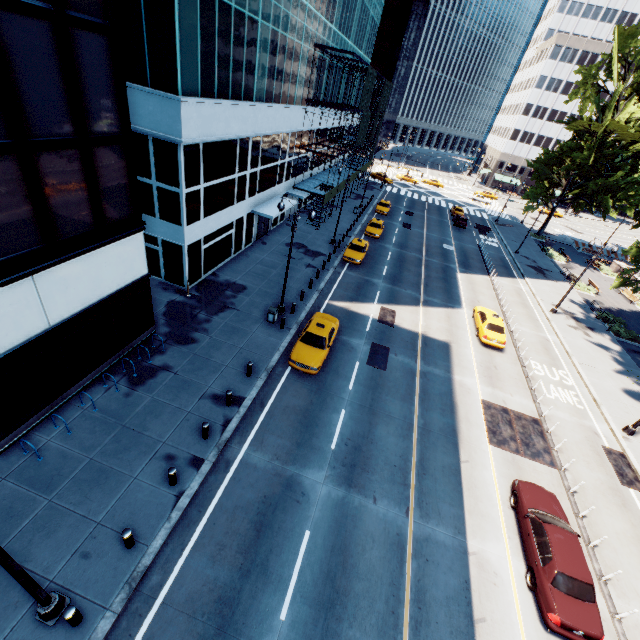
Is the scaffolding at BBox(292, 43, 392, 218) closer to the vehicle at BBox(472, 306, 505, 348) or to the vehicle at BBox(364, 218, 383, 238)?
the vehicle at BBox(364, 218, 383, 238)

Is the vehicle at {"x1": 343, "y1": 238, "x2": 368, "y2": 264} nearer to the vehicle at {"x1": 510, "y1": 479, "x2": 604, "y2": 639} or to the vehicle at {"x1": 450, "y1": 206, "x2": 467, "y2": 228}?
the vehicle at {"x1": 510, "y1": 479, "x2": 604, "y2": 639}

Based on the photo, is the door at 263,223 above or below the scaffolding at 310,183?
below

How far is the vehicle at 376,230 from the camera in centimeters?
3709cm

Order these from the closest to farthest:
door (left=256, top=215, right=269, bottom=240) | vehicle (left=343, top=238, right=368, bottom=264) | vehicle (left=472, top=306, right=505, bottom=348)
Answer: vehicle (left=472, top=306, right=505, bottom=348) < door (left=256, top=215, right=269, bottom=240) < vehicle (left=343, top=238, right=368, bottom=264)

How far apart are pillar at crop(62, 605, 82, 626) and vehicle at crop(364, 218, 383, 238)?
35.6 meters

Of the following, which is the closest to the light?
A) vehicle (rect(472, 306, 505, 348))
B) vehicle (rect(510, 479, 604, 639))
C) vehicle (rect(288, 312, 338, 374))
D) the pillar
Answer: the pillar

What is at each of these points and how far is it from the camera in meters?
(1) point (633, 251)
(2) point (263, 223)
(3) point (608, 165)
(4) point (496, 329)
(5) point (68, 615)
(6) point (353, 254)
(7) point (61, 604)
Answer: (1) tree, 29.0 m
(2) door, 30.5 m
(3) tree, 41.3 m
(4) vehicle, 24.0 m
(5) pillar, 8.1 m
(6) vehicle, 30.5 m
(7) light, 8.6 m
